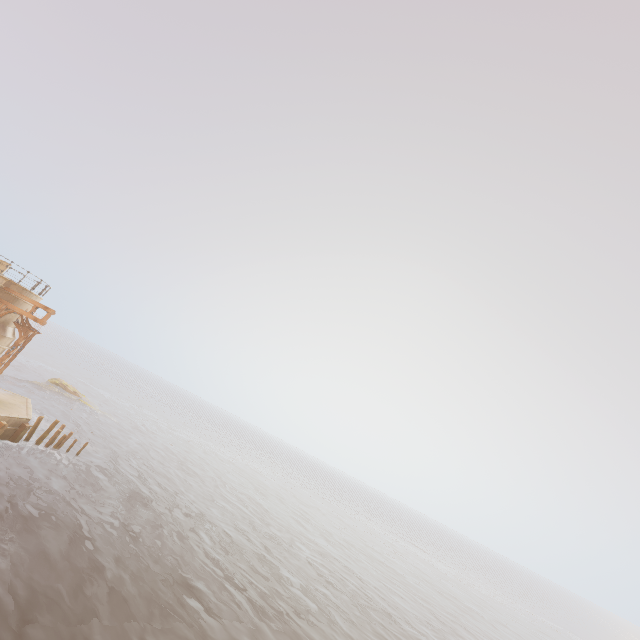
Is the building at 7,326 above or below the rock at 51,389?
above

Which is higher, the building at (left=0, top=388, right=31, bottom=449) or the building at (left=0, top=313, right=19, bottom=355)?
the building at (left=0, top=313, right=19, bottom=355)

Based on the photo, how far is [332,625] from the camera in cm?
2059

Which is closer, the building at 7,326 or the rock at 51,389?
the building at 7,326

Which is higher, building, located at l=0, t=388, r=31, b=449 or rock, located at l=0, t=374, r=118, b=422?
building, located at l=0, t=388, r=31, b=449

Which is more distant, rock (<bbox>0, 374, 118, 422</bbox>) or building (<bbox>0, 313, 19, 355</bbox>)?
rock (<bbox>0, 374, 118, 422</bbox>)
